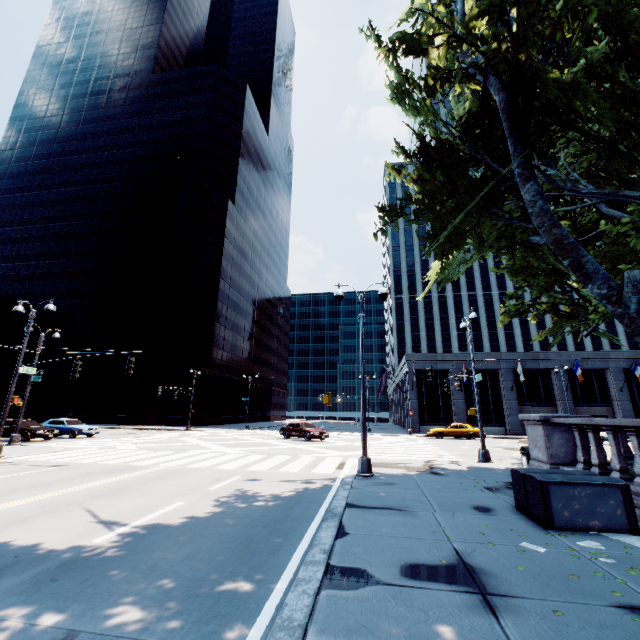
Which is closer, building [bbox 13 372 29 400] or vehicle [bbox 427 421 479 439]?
vehicle [bbox 427 421 479 439]

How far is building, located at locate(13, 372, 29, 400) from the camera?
52.4m

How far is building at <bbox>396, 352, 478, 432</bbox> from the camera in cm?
3978

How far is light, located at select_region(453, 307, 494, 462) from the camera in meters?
15.3

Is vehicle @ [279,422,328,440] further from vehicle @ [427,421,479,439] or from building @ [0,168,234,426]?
building @ [0,168,234,426]

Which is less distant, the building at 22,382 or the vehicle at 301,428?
the vehicle at 301,428

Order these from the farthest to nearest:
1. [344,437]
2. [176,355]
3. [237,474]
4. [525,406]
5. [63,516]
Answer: [176,355], [525,406], [344,437], [237,474], [63,516]

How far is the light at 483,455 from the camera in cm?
1526
